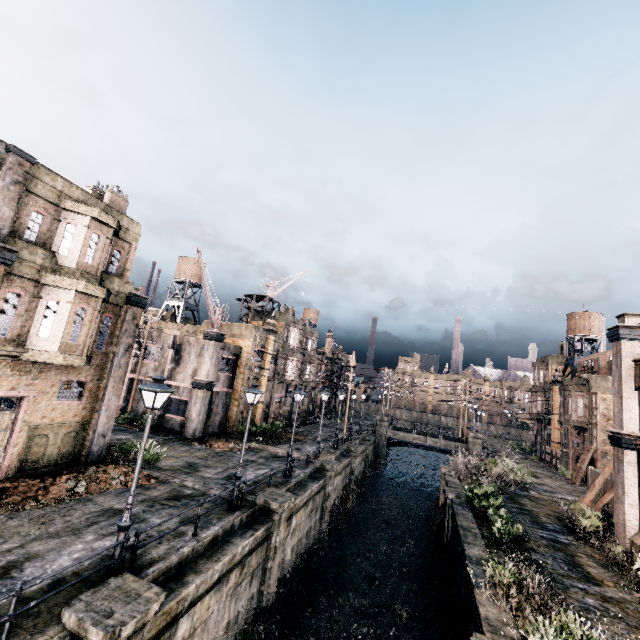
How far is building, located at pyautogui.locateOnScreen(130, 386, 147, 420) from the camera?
29.91m

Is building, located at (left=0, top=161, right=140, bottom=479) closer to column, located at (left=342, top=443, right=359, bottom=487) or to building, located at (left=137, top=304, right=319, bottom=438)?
building, located at (left=137, top=304, right=319, bottom=438)

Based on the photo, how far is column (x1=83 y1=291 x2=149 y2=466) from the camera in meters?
17.4 m

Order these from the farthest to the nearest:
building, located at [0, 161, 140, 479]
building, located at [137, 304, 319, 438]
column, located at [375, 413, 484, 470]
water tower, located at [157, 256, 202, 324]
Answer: water tower, located at [157, 256, 202, 324] → column, located at [375, 413, 484, 470] → building, located at [137, 304, 319, 438] → building, located at [0, 161, 140, 479]

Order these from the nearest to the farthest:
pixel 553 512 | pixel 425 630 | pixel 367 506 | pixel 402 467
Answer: pixel 425 630 < pixel 553 512 < pixel 367 506 < pixel 402 467

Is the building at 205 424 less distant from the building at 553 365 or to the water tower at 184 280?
the water tower at 184 280

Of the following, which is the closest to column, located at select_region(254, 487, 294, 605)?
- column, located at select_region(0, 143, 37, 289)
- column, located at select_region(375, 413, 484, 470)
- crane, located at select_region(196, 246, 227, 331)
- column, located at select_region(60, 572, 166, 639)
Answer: column, located at select_region(60, 572, 166, 639)

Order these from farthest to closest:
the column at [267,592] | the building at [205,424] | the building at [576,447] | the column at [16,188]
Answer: the building at [576,447]
the building at [205,424]
the column at [267,592]
the column at [16,188]
